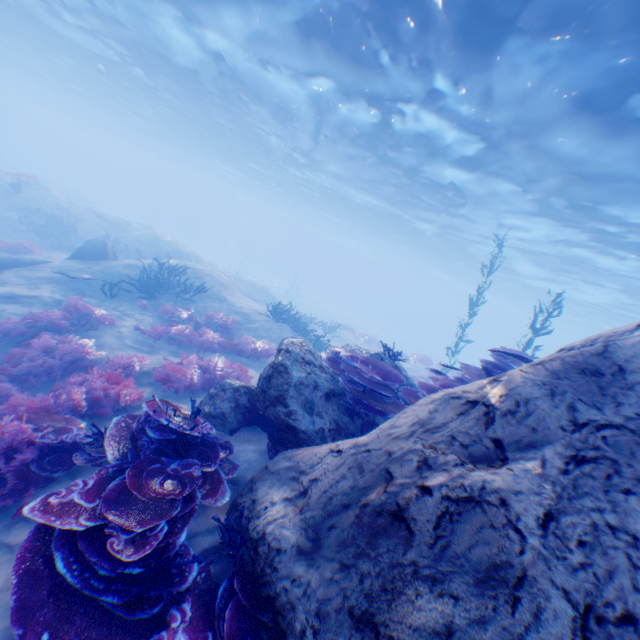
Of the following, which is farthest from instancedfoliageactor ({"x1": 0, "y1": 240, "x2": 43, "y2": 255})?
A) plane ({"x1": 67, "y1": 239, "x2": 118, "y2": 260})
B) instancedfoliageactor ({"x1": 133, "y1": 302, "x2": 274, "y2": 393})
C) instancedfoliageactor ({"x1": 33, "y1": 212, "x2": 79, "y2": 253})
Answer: instancedfoliageactor ({"x1": 133, "y1": 302, "x2": 274, "y2": 393})

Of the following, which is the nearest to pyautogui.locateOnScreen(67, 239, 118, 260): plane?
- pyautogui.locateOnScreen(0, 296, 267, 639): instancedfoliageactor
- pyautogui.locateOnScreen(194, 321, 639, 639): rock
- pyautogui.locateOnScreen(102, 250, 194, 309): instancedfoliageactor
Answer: pyautogui.locateOnScreen(194, 321, 639, 639): rock

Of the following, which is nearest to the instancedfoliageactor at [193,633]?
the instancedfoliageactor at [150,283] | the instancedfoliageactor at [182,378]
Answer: the instancedfoliageactor at [182,378]

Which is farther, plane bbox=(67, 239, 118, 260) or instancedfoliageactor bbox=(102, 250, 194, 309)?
plane bbox=(67, 239, 118, 260)

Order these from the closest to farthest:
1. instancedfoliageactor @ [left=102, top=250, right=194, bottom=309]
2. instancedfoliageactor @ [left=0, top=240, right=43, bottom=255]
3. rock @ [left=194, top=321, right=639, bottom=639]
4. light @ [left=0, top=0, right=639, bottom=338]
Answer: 1. rock @ [left=194, top=321, right=639, bottom=639]
2. light @ [left=0, top=0, right=639, bottom=338]
3. instancedfoliageactor @ [left=102, top=250, right=194, bottom=309]
4. instancedfoliageactor @ [left=0, top=240, right=43, bottom=255]

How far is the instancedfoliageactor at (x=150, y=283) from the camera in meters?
11.4 m

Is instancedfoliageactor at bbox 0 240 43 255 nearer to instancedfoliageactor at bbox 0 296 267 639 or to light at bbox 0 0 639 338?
light at bbox 0 0 639 338

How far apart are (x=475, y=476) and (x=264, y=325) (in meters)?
11.59
